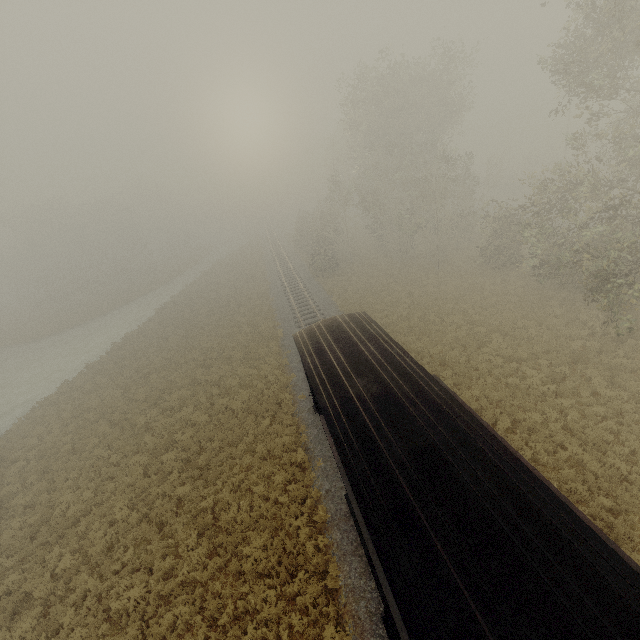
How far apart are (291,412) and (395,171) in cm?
2454
